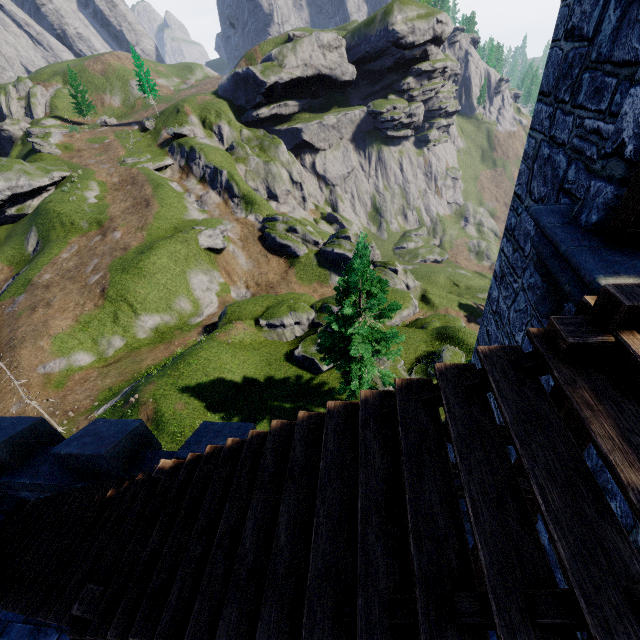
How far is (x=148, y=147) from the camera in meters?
57.4

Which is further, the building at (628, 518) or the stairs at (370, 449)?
the building at (628, 518)

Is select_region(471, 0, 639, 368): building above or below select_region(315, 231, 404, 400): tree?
above

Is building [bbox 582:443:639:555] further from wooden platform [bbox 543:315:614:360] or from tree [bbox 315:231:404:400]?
tree [bbox 315:231:404:400]

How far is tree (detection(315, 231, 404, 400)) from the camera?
15.8 meters

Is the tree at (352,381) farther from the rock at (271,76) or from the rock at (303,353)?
the rock at (271,76)

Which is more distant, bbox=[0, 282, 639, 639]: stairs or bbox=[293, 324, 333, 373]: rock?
bbox=[293, 324, 333, 373]: rock

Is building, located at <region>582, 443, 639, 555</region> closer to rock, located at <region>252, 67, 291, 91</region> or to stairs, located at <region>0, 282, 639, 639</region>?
stairs, located at <region>0, 282, 639, 639</region>
